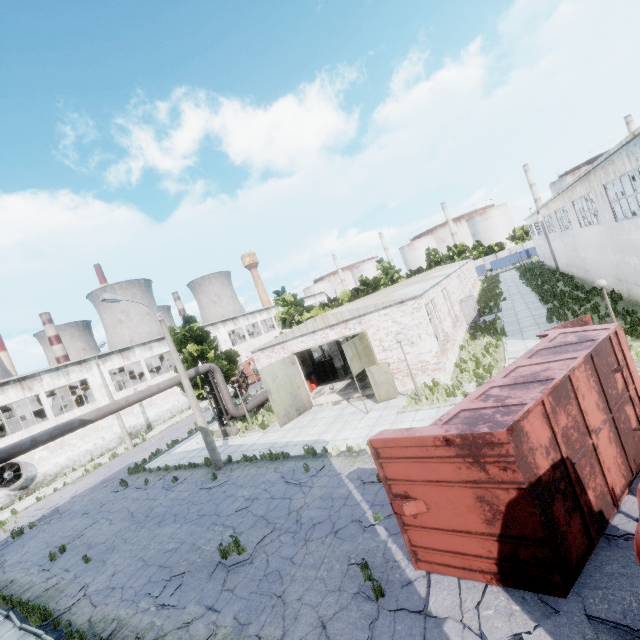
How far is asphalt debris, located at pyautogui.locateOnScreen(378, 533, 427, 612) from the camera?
6.3 meters

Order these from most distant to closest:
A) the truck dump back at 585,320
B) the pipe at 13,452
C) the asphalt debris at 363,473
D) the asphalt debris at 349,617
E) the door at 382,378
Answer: the door at 382,378
the pipe at 13,452
the asphalt debris at 363,473
the truck dump back at 585,320
the asphalt debris at 349,617

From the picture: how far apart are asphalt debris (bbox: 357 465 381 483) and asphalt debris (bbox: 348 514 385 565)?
1.0 meters

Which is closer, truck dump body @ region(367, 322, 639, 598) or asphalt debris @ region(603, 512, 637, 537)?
truck dump body @ region(367, 322, 639, 598)

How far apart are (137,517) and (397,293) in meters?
18.6

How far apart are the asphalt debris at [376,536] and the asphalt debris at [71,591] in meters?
9.4 m

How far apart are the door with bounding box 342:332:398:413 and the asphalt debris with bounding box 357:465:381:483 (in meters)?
4.19

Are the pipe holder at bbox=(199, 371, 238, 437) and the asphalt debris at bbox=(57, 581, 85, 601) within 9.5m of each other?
no
